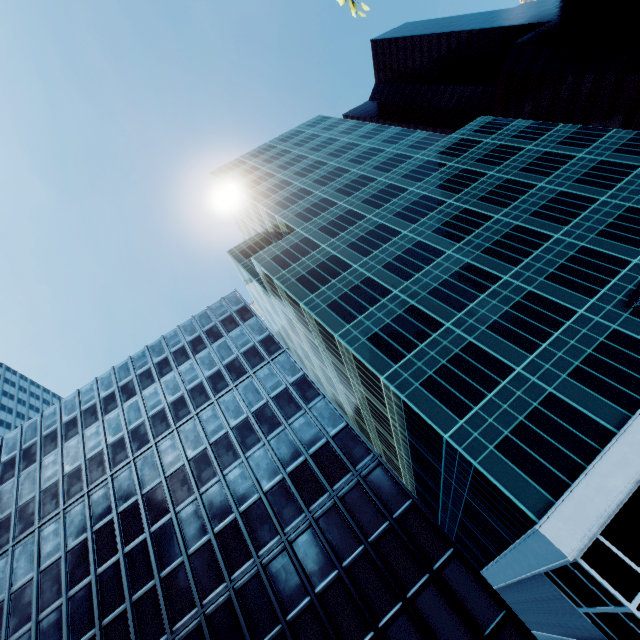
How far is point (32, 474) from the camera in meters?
28.7 m
